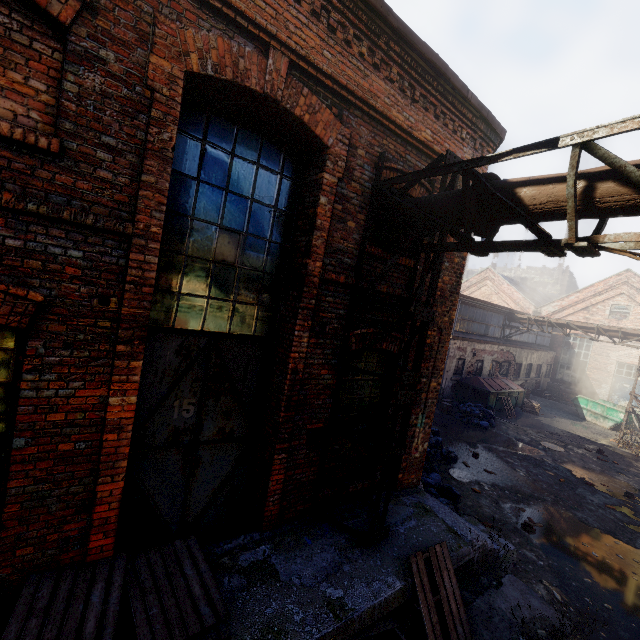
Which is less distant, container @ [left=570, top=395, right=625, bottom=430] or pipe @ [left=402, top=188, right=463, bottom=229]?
pipe @ [left=402, top=188, right=463, bottom=229]

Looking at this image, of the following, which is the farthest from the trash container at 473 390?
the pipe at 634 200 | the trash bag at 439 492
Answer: the pipe at 634 200

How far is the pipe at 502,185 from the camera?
3.31m

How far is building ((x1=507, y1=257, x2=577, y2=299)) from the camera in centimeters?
5181cm

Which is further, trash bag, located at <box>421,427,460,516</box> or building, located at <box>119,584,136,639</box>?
trash bag, located at <box>421,427,460,516</box>

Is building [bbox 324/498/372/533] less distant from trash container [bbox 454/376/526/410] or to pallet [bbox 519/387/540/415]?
trash container [bbox 454/376/526/410]

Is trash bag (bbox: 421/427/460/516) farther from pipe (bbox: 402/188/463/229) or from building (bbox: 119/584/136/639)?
pipe (bbox: 402/188/463/229)

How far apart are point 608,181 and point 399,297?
3.2 meters
